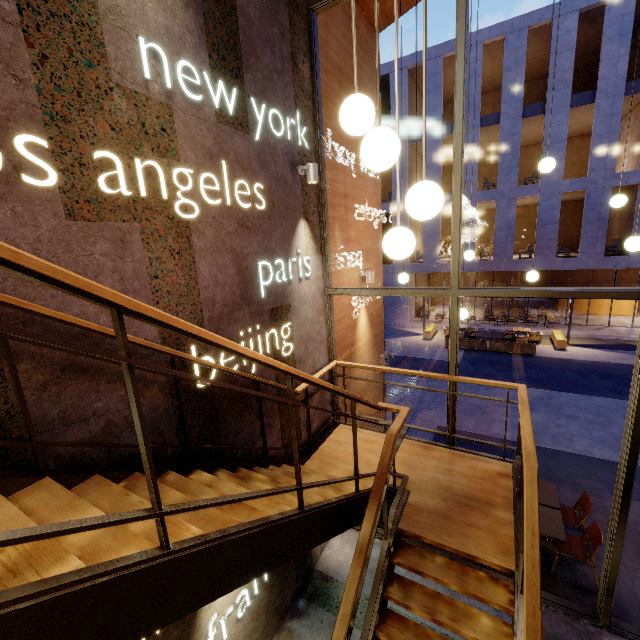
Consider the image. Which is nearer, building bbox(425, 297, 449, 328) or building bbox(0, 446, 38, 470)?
building bbox(0, 446, 38, 470)

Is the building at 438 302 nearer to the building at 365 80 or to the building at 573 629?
the building at 365 80

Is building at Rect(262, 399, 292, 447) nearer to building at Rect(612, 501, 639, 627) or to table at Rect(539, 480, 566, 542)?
building at Rect(612, 501, 639, 627)

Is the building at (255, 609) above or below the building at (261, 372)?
below

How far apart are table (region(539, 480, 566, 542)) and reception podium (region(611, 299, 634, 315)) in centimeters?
2049cm

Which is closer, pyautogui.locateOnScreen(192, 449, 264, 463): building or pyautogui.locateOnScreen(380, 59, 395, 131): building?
pyautogui.locateOnScreen(192, 449, 264, 463): building

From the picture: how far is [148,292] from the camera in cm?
267

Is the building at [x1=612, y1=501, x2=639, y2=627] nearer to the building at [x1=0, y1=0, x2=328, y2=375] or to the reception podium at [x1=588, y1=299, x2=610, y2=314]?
the building at [x1=0, y1=0, x2=328, y2=375]
